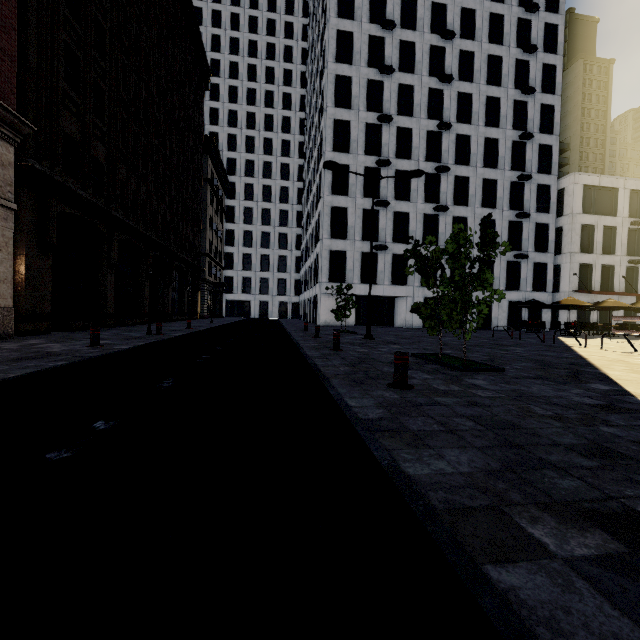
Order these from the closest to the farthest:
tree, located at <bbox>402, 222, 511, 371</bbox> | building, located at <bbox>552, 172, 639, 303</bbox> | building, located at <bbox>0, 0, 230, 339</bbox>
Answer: tree, located at <bbox>402, 222, 511, 371</bbox>, building, located at <bbox>0, 0, 230, 339</bbox>, building, located at <bbox>552, 172, 639, 303</bbox>

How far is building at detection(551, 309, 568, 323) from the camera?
32.9m

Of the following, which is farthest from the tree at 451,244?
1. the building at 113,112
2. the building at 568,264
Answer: the building at 568,264

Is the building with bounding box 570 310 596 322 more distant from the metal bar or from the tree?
the metal bar

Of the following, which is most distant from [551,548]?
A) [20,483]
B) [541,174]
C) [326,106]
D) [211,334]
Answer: [541,174]

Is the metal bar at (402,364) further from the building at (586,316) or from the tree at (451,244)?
the building at (586,316)

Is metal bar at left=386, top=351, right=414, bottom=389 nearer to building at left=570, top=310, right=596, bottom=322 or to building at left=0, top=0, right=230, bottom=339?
building at left=0, top=0, right=230, bottom=339
